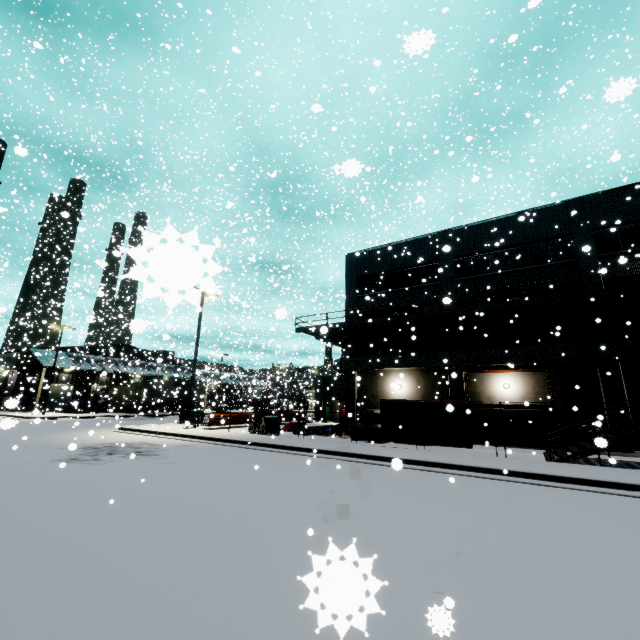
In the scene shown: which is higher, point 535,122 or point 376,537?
point 535,122

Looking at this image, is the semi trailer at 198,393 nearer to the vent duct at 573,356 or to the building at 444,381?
the building at 444,381

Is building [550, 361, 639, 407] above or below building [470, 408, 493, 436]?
above

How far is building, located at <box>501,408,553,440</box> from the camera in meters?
18.9

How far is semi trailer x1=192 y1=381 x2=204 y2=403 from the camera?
27.46m

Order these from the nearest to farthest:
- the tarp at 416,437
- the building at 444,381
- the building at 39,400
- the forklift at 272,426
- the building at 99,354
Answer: the tarp at 416,437 → the forklift at 272,426 → the building at 444,381 → the building at 39,400 → the building at 99,354

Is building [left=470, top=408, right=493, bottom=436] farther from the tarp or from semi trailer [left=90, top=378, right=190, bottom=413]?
the tarp

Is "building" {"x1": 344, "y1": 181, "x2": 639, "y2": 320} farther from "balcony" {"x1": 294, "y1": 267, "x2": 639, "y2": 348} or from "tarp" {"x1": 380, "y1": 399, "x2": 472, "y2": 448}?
"tarp" {"x1": 380, "y1": 399, "x2": 472, "y2": 448}
